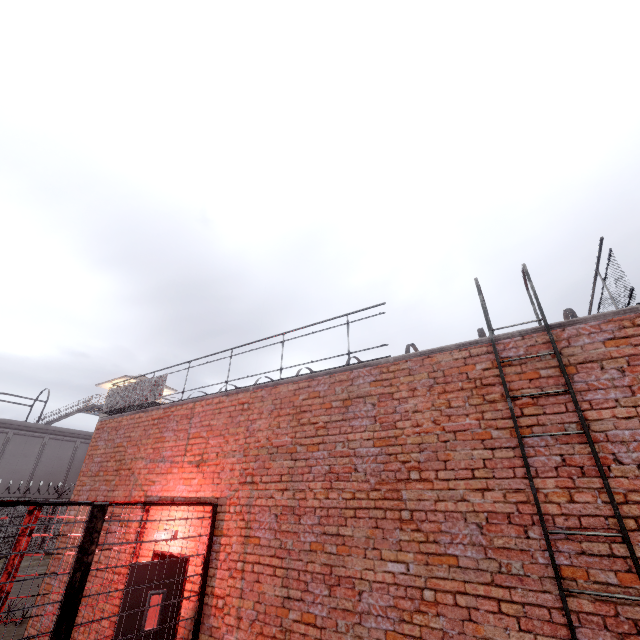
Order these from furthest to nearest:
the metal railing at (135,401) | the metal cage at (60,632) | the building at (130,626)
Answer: the metal railing at (135,401) < the building at (130,626) < the metal cage at (60,632)

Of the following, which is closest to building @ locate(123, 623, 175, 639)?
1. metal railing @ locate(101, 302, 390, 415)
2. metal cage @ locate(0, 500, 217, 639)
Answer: metal cage @ locate(0, 500, 217, 639)

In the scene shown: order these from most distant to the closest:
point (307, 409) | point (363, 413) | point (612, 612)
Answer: point (307, 409), point (363, 413), point (612, 612)

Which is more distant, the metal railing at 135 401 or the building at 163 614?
the metal railing at 135 401

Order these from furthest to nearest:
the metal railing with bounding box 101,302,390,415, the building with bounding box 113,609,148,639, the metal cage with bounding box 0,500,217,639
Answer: the metal railing with bounding box 101,302,390,415 → the building with bounding box 113,609,148,639 → the metal cage with bounding box 0,500,217,639

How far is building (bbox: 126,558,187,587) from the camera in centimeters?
505cm

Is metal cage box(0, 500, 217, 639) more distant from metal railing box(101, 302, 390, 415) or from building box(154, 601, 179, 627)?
metal railing box(101, 302, 390, 415)
